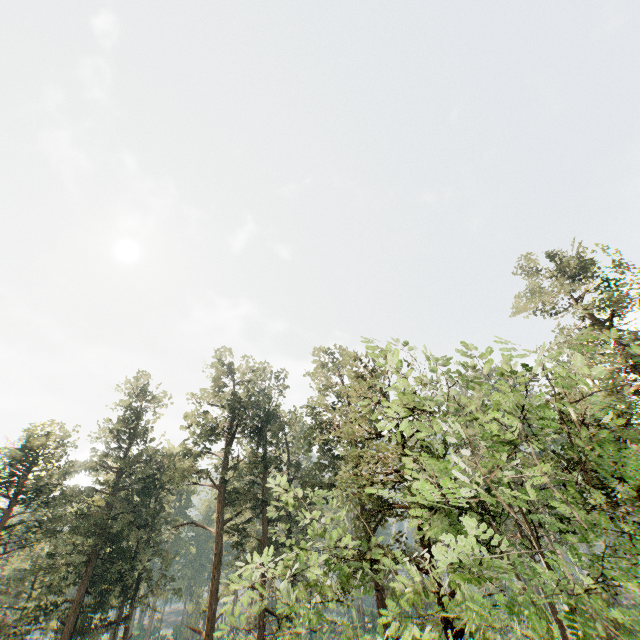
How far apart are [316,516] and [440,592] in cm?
715
